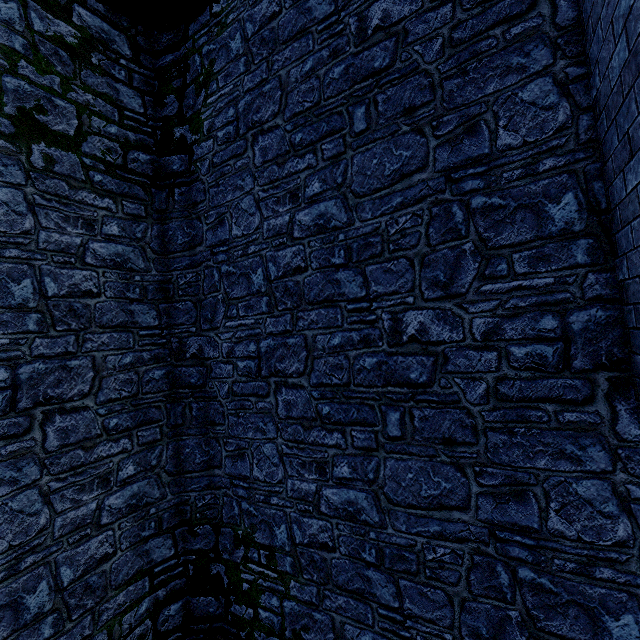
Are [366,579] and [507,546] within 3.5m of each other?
yes
